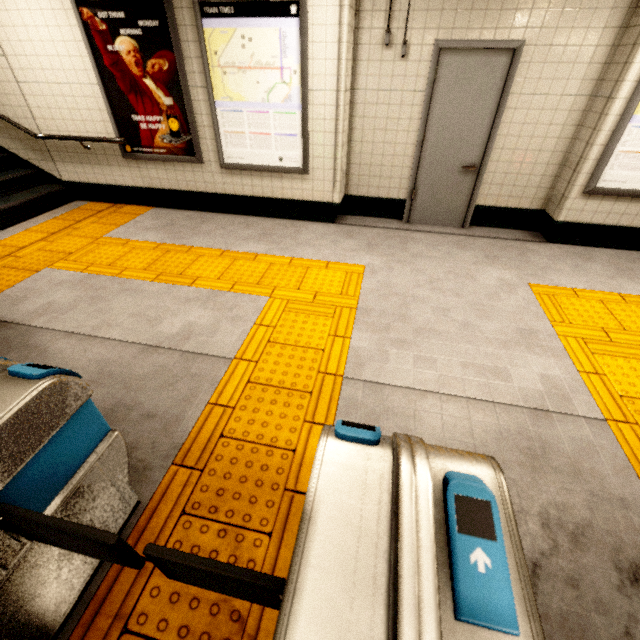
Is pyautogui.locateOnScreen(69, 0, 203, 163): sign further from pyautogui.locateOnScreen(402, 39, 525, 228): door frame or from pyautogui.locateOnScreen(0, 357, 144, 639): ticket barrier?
pyautogui.locateOnScreen(0, 357, 144, 639): ticket barrier

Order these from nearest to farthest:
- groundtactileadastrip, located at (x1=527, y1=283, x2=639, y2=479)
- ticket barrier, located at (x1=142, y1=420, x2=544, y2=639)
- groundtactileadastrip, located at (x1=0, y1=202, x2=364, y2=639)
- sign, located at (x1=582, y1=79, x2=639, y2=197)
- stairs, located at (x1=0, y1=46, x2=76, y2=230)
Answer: ticket barrier, located at (x1=142, y1=420, x2=544, y2=639)
groundtactileadastrip, located at (x1=0, y1=202, x2=364, y2=639)
groundtactileadastrip, located at (x1=527, y1=283, x2=639, y2=479)
sign, located at (x1=582, y1=79, x2=639, y2=197)
stairs, located at (x1=0, y1=46, x2=76, y2=230)

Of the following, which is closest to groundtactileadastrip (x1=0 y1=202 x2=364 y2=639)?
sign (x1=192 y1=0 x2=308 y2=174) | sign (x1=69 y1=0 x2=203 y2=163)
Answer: sign (x1=69 y1=0 x2=203 y2=163)

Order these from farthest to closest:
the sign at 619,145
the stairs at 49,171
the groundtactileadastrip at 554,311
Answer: the stairs at 49,171 < the sign at 619,145 < the groundtactileadastrip at 554,311

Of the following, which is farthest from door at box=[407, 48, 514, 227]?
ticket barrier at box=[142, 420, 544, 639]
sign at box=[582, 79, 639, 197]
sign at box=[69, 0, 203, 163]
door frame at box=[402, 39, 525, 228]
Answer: ticket barrier at box=[142, 420, 544, 639]

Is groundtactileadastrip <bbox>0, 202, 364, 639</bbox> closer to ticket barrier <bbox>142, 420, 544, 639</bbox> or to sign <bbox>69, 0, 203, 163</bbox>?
ticket barrier <bbox>142, 420, 544, 639</bbox>

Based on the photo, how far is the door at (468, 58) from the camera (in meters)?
3.66

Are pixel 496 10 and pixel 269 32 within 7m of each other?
yes
